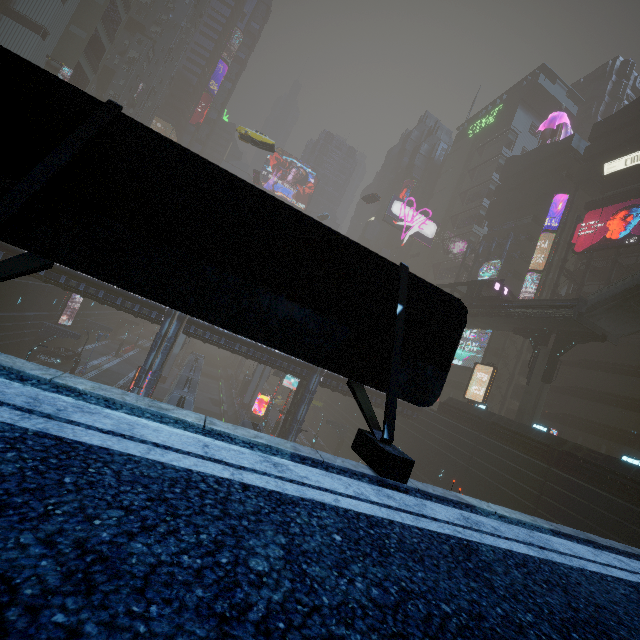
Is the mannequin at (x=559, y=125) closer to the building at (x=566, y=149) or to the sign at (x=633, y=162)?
the building at (x=566, y=149)

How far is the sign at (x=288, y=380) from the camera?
38.0 meters

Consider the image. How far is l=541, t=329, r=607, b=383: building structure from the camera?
25.8 meters

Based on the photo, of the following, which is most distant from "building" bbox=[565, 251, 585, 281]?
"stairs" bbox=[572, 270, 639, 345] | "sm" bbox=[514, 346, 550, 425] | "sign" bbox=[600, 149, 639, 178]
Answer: "stairs" bbox=[572, 270, 639, 345]

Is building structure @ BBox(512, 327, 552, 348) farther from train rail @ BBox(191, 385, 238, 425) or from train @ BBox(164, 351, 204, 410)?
train @ BBox(164, 351, 204, 410)

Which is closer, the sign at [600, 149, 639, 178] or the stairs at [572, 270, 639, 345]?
the stairs at [572, 270, 639, 345]

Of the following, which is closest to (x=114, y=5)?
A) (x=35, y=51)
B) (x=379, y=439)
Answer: (x=35, y=51)

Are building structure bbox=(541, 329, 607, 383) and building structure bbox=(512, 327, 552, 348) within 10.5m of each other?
yes
